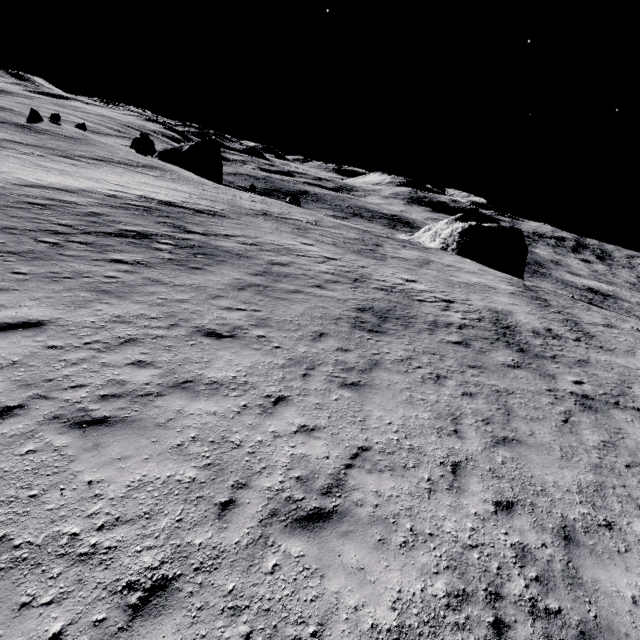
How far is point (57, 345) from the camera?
7.2m

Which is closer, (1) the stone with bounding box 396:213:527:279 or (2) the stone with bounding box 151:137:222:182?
(1) the stone with bounding box 396:213:527:279

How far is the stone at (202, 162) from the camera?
52.2m

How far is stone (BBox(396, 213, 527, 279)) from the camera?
40.2m

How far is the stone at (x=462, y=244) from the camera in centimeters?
4019cm

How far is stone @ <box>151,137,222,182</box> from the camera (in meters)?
52.21
